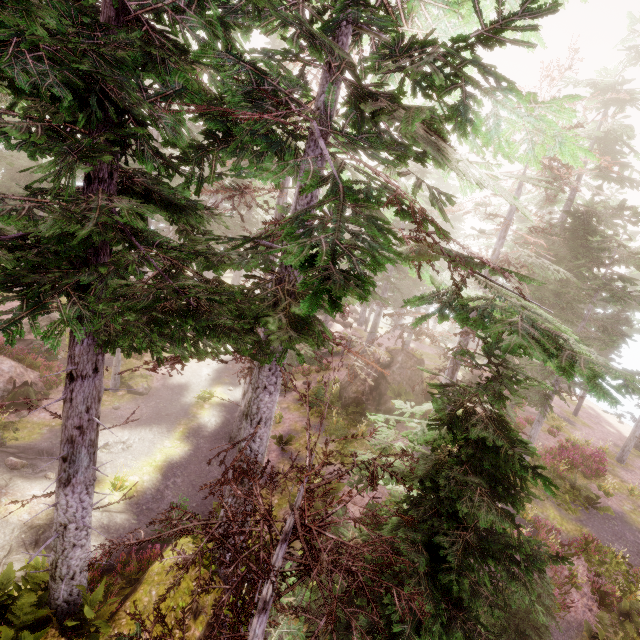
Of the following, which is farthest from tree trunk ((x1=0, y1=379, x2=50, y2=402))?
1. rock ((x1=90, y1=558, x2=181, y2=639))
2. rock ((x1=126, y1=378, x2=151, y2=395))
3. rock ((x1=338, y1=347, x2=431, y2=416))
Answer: rock ((x1=338, y1=347, x2=431, y2=416))

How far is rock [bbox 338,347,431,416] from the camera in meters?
19.7 m

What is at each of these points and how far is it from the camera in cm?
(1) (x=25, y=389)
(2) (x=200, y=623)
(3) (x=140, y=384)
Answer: (1) tree trunk, 1606
(2) rock, 879
(3) rock, 1983

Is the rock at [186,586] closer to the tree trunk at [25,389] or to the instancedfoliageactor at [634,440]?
the instancedfoliageactor at [634,440]

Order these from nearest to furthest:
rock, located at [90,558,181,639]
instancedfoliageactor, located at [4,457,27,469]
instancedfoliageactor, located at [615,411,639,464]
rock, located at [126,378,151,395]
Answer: rock, located at [90,558,181,639]
instancedfoliageactor, located at [4,457,27,469]
rock, located at [126,378,151,395]
instancedfoliageactor, located at [615,411,639,464]

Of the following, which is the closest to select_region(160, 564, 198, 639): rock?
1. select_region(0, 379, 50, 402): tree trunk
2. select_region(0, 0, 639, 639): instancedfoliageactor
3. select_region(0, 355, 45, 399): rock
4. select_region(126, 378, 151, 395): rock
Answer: select_region(0, 0, 639, 639): instancedfoliageactor

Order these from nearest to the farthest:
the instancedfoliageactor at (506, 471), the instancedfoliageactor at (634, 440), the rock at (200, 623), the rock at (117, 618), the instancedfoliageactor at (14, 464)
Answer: the instancedfoliageactor at (506, 471)
the rock at (117, 618)
the rock at (200, 623)
the instancedfoliageactor at (14, 464)
the instancedfoliageactor at (634, 440)

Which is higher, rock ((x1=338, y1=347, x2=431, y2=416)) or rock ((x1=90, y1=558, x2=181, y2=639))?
rock ((x1=338, y1=347, x2=431, y2=416))
